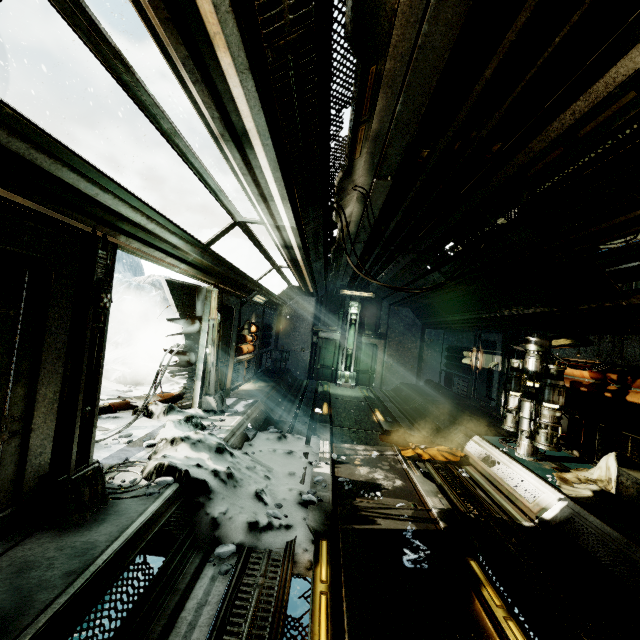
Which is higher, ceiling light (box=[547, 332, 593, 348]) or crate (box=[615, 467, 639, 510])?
ceiling light (box=[547, 332, 593, 348])

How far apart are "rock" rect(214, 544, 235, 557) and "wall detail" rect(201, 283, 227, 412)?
3.56m

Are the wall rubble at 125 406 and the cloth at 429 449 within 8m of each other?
yes

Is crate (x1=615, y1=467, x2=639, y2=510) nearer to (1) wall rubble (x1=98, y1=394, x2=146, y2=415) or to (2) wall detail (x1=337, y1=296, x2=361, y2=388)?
(1) wall rubble (x1=98, y1=394, x2=146, y2=415)

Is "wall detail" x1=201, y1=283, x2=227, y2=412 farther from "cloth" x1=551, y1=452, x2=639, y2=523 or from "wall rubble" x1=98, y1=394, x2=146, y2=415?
"cloth" x1=551, y1=452, x2=639, y2=523

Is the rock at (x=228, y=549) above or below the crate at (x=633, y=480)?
below

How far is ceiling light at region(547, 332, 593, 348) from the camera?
6.5m

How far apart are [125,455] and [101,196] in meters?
3.4 m
